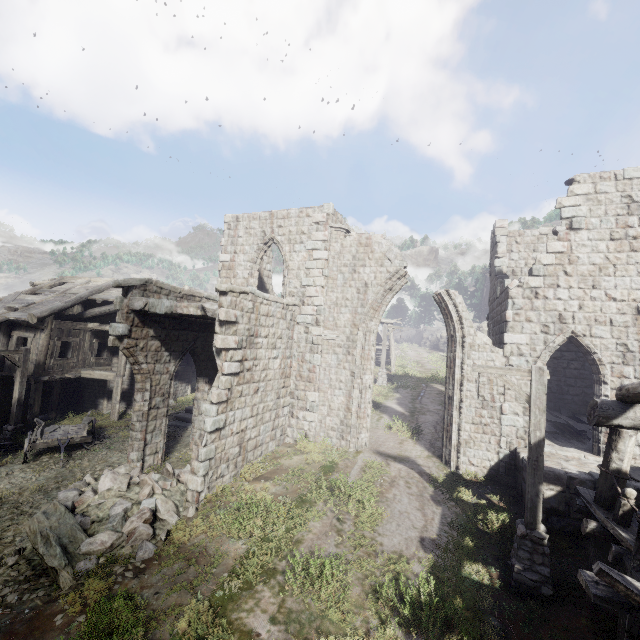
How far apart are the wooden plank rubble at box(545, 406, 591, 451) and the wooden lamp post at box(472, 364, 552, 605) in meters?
5.4 m

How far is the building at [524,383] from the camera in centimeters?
1134cm

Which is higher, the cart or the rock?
the rock

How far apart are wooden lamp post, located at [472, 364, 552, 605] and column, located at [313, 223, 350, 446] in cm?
671

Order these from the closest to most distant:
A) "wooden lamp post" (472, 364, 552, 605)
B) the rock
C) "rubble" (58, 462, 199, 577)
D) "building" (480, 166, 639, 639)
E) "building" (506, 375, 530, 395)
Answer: "building" (480, 166, 639, 639)
"wooden lamp post" (472, 364, 552, 605)
"rubble" (58, 462, 199, 577)
"building" (506, 375, 530, 395)
the rock

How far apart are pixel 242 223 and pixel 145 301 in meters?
7.4

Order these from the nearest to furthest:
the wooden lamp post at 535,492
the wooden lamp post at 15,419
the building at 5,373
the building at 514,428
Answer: the wooden lamp post at 535,492, the building at 514,428, the wooden lamp post at 15,419, the building at 5,373

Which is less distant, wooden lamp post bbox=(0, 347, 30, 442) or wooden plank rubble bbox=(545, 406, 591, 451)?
wooden plank rubble bbox=(545, 406, 591, 451)
